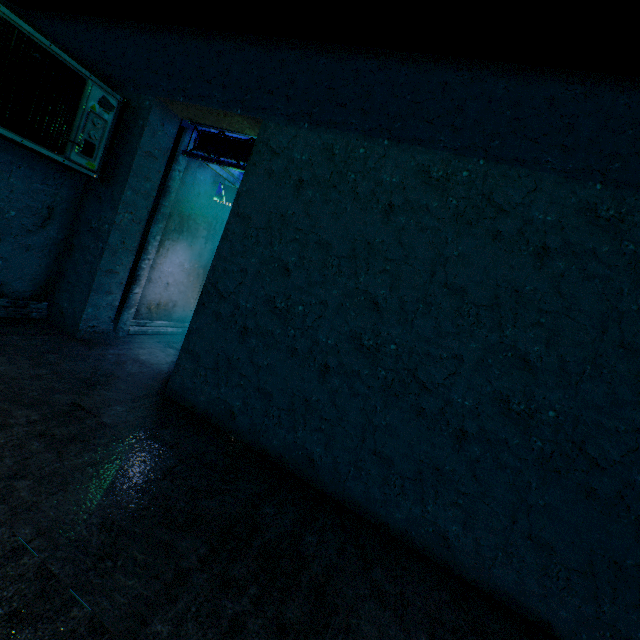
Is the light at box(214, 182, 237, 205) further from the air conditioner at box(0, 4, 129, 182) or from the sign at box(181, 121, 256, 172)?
the air conditioner at box(0, 4, 129, 182)

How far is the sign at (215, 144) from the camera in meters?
4.0

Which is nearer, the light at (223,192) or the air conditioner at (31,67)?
the air conditioner at (31,67)

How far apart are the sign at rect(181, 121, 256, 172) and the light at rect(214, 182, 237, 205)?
0.8 meters

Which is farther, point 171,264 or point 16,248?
point 171,264

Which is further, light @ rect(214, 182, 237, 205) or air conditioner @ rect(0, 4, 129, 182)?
light @ rect(214, 182, 237, 205)

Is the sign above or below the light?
above

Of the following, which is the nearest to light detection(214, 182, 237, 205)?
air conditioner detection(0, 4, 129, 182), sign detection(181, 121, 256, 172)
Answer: sign detection(181, 121, 256, 172)
